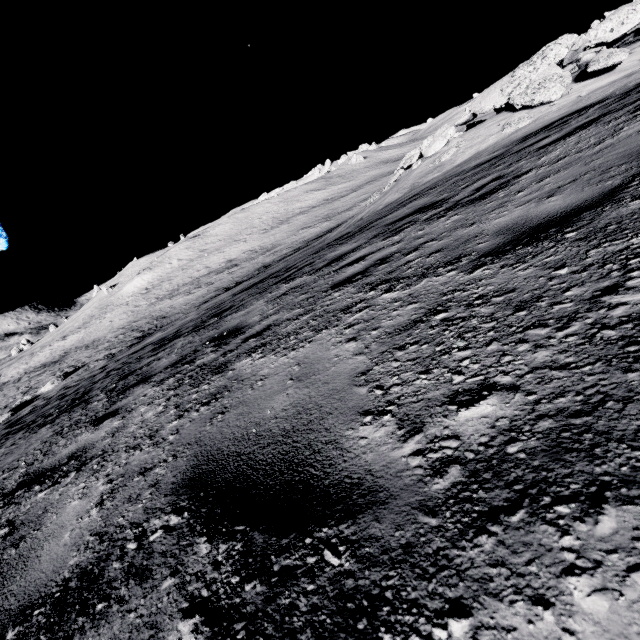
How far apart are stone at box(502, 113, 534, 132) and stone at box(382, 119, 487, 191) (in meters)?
2.26

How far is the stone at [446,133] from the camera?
10.9m

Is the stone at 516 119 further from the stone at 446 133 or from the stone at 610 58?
the stone at 446 133

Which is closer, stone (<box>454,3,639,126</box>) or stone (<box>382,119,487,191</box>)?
Result: stone (<box>454,3,639,126</box>)

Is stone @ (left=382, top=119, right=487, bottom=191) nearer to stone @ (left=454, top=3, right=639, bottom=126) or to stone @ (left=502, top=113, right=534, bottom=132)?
stone @ (left=454, top=3, right=639, bottom=126)

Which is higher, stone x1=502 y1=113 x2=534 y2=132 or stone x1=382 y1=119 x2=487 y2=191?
stone x1=382 y1=119 x2=487 y2=191

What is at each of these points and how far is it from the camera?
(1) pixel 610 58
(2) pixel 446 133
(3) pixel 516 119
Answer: (1) stone, 8.1 meters
(2) stone, 11.5 meters
(3) stone, 9.1 meters
